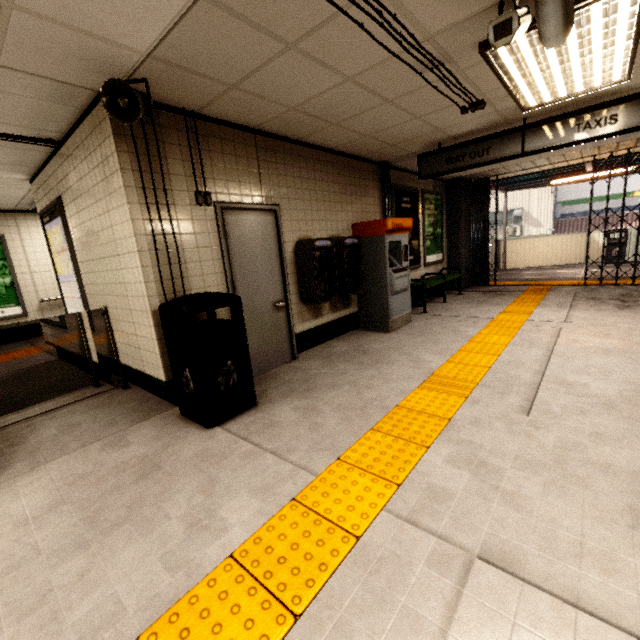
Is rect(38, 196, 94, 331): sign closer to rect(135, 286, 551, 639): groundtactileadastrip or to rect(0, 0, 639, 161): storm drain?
rect(0, 0, 639, 161): storm drain

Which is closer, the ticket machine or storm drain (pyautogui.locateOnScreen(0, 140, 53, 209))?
storm drain (pyautogui.locateOnScreen(0, 140, 53, 209))

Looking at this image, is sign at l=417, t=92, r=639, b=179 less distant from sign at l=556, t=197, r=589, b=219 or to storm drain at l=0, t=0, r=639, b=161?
storm drain at l=0, t=0, r=639, b=161

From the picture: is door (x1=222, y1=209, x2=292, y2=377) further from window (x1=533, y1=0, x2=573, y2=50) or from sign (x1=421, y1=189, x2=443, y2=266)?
sign (x1=421, y1=189, x2=443, y2=266)

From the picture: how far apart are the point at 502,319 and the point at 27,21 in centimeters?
642cm

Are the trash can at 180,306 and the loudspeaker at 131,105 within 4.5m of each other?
yes

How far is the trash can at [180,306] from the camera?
2.79m

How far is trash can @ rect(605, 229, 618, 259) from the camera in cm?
1123
